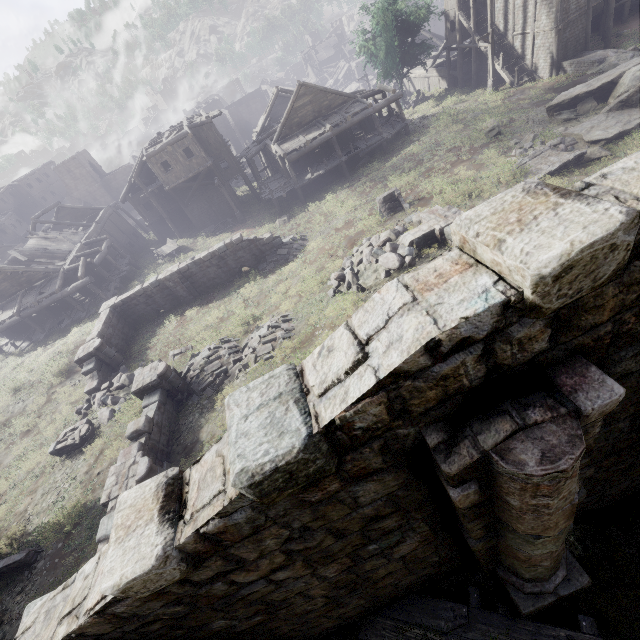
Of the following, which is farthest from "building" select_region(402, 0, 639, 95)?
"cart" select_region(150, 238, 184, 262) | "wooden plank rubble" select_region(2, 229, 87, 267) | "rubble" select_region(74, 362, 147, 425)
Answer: "wooden plank rubble" select_region(2, 229, 87, 267)

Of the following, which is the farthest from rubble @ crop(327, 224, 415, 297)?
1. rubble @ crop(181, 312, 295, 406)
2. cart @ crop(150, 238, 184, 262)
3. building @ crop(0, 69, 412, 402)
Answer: cart @ crop(150, 238, 184, 262)

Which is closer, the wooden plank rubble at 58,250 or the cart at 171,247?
the wooden plank rubble at 58,250

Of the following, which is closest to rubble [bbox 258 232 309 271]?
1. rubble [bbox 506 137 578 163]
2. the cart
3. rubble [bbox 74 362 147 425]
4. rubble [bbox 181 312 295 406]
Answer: rubble [bbox 181 312 295 406]

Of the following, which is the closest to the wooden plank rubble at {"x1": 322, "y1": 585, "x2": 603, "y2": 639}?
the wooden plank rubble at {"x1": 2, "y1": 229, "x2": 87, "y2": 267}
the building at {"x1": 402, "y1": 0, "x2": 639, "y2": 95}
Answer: the building at {"x1": 402, "y1": 0, "x2": 639, "y2": 95}

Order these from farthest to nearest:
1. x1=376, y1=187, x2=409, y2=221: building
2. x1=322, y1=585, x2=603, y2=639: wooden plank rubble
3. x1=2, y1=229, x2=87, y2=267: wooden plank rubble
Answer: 1. x1=2, y1=229, x2=87, y2=267: wooden plank rubble
2. x1=376, y1=187, x2=409, y2=221: building
3. x1=322, y1=585, x2=603, y2=639: wooden plank rubble

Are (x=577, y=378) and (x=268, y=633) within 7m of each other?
yes

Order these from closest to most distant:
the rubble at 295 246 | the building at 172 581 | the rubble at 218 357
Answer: the building at 172 581, the rubble at 218 357, the rubble at 295 246
